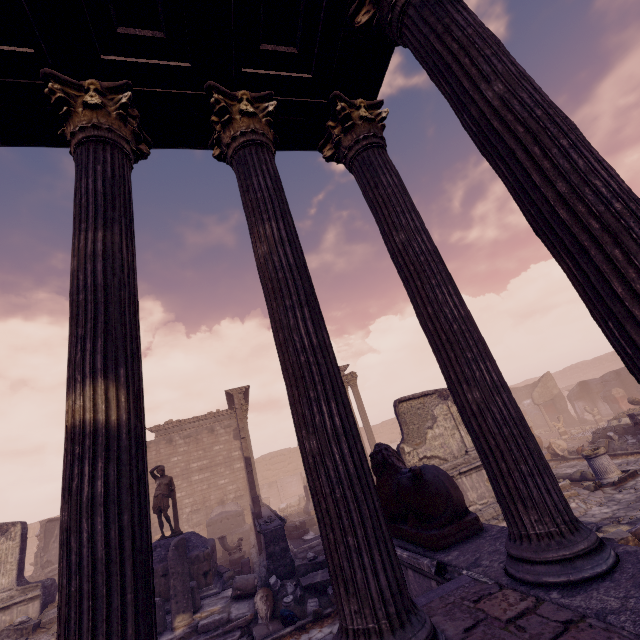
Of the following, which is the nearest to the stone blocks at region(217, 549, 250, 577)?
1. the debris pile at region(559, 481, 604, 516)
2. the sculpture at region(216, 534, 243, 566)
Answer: the sculpture at region(216, 534, 243, 566)

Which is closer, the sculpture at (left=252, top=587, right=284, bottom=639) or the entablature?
the sculpture at (left=252, top=587, right=284, bottom=639)

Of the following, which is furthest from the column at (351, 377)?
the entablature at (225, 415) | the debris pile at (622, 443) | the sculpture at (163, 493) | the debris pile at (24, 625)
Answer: the debris pile at (24, 625)

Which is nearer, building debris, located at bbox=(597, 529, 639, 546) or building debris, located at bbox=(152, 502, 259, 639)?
building debris, located at bbox=(597, 529, 639, 546)

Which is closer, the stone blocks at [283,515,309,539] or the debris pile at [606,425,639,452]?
the debris pile at [606,425,639,452]

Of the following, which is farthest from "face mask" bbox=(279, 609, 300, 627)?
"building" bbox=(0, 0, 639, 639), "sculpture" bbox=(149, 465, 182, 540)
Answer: "sculpture" bbox=(149, 465, 182, 540)

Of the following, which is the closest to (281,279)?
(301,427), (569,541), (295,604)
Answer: (301,427)

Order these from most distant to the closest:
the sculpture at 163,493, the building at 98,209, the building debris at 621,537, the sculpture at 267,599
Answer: the sculpture at 163,493 < the sculpture at 267,599 < the building debris at 621,537 < the building at 98,209
